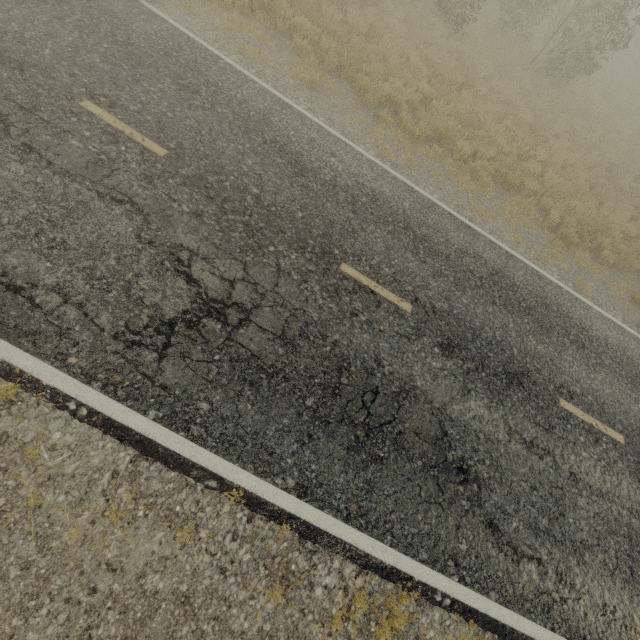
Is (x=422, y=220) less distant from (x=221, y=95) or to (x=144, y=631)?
(x=221, y=95)

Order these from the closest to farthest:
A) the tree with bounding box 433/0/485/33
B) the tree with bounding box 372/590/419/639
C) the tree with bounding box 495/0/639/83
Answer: the tree with bounding box 372/590/419/639, the tree with bounding box 433/0/485/33, the tree with bounding box 495/0/639/83

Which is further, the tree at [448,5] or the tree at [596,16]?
the tree at [596,16]

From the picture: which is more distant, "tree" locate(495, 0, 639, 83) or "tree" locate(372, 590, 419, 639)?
"tree" locate(495, 0, 639, 83)

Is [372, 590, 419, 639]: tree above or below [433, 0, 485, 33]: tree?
below
